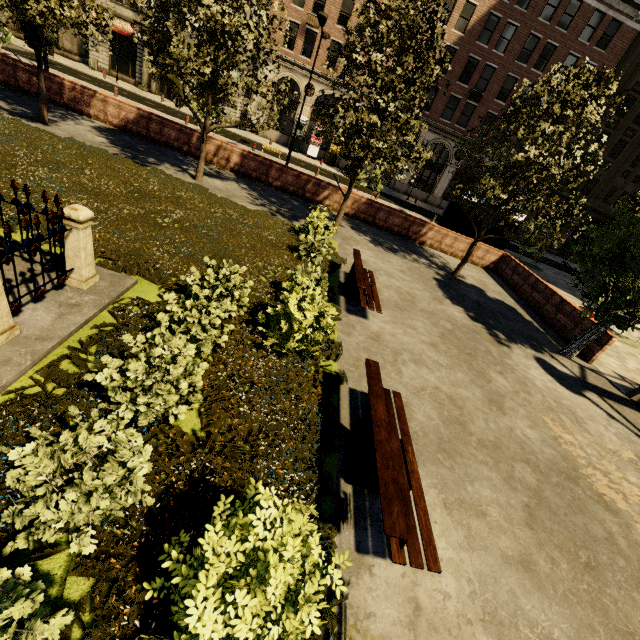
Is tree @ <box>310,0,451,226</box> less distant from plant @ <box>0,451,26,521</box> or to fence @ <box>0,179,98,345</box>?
plant @ <box>0,451,26,521</box>

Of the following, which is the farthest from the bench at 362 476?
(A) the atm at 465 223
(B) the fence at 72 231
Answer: (A) the atm at 465 223

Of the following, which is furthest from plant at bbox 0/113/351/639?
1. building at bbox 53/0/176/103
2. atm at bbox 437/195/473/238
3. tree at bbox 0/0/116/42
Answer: building at bbox 53/0/176/103

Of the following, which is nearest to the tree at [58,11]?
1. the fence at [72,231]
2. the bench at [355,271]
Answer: the fence at [72,231]

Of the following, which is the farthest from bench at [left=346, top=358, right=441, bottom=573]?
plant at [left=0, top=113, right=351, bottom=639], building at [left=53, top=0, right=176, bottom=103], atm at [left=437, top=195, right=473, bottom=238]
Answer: building at [left=53, top=0, right=176, bottom=103]

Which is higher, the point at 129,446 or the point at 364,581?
the point at 129,446

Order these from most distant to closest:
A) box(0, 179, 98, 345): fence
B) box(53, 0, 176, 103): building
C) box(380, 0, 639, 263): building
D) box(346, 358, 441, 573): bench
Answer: box(53, 0, 176, 103): building < box(380, 0, 639, 263): building < box(0, 179, 98, 345): fence < box(346, 358, 441, 573): bench

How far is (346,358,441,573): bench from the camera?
3.38m
